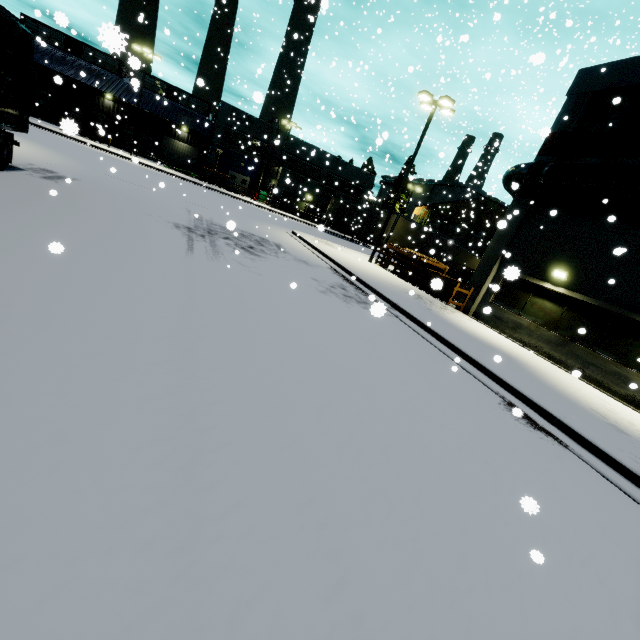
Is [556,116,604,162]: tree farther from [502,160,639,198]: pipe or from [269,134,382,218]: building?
[502,160,639,198]: pipe

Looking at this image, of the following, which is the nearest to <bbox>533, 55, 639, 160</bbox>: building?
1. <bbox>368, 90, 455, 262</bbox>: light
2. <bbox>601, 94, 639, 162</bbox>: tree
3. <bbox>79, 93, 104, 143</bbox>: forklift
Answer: <bbox>601, 94, 639, 162</bbox>: tree

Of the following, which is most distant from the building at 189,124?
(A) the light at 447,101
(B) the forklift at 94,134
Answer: (A) the light at 447,101

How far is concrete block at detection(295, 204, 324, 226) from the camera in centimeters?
4181cm

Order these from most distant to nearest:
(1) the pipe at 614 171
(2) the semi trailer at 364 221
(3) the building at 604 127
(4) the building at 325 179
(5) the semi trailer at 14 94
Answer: (4) the building at 325 179
(2) the semi trailer at 364 221
(3) the building at 604 127
(1) the pipe at 614 171
(5) the semi trailer at 14 94

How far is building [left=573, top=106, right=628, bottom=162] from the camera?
11.9m

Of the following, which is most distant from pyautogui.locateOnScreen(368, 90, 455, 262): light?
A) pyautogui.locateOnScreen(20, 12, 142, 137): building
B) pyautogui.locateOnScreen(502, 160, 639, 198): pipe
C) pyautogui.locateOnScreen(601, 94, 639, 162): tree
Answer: pyautogui.locateOnScreen(601, 94, 639, 162): tree

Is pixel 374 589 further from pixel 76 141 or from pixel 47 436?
pixel 76 141
